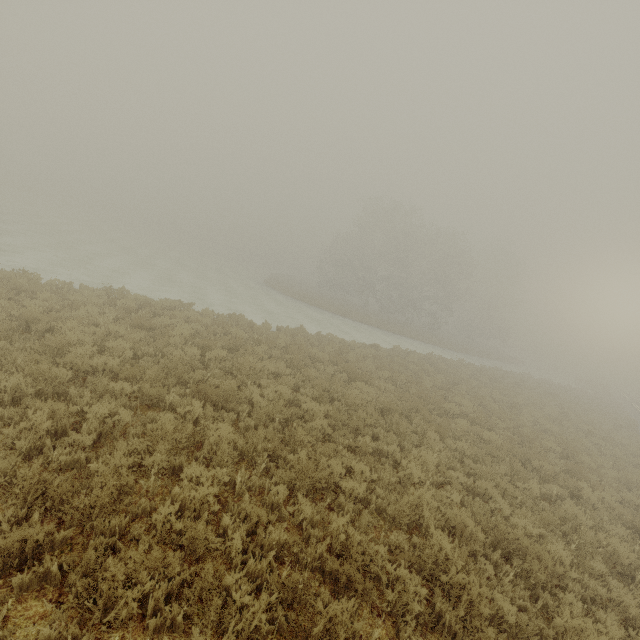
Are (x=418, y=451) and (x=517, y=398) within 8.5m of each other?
no
